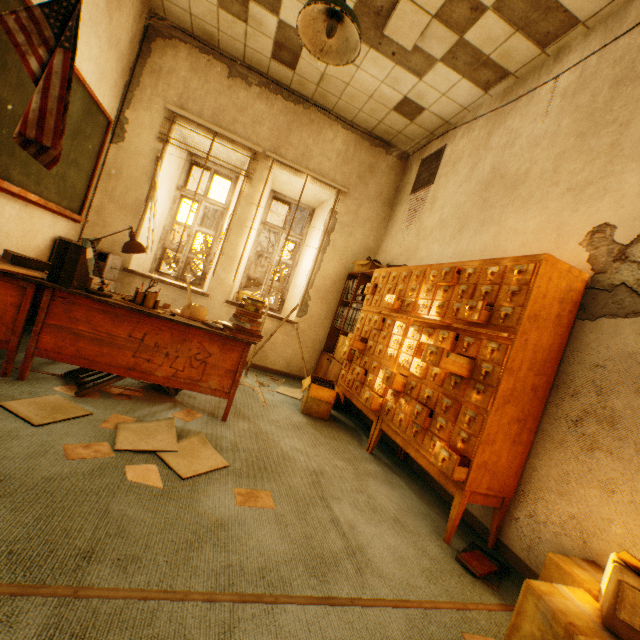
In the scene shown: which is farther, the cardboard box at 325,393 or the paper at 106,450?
the cardboard box at 325,393

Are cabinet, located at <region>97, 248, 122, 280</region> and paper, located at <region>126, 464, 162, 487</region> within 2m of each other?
no

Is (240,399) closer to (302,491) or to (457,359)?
(302,491)

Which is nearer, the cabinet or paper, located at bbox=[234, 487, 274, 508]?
paper, located at bbox=[234, 487, 274, 508]

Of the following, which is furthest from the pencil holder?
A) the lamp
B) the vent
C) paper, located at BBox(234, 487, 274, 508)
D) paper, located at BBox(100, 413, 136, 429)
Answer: the vent

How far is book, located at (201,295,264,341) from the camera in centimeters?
260cm

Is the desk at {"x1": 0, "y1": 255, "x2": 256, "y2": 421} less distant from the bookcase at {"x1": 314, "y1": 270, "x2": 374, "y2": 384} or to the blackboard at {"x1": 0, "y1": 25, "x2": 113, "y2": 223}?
the blackboard at {"x1": 0, "y1": 25, "x2": 113, "y2": 223}

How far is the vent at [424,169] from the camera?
4.2 meters
